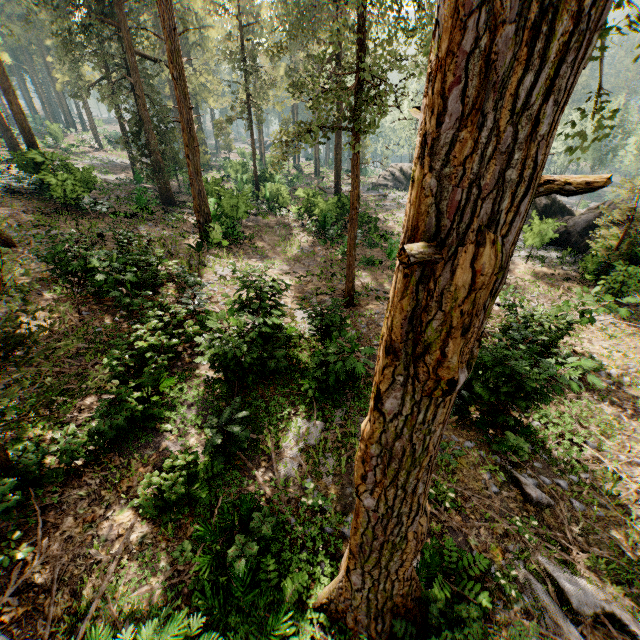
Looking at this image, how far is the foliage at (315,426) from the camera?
8.6 meters

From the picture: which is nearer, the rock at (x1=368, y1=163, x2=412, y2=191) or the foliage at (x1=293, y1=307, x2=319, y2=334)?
the foliage at (x1=293, y1=307, x2=319, y2=334)

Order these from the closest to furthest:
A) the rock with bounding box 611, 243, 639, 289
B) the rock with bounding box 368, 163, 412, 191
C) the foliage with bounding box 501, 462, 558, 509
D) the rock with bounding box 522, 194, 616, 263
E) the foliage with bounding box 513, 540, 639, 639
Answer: the foliage with bounding box 513, 540, 639, 639
the foliage with bounding box 501, 462, 558, 509
the rock with bounding box 611, 243, 639, 289
the rock with bounding box 522, 194, 616, 263
the rock with bounding box 368, 163, 412, 191

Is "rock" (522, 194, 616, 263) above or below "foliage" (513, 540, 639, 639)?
above

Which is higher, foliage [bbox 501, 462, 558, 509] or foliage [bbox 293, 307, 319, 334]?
foliage [bbox 293, 307, 319, 334]

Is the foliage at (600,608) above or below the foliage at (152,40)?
below

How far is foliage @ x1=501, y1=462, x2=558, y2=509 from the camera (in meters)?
8.34

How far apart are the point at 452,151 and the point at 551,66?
0.6m
